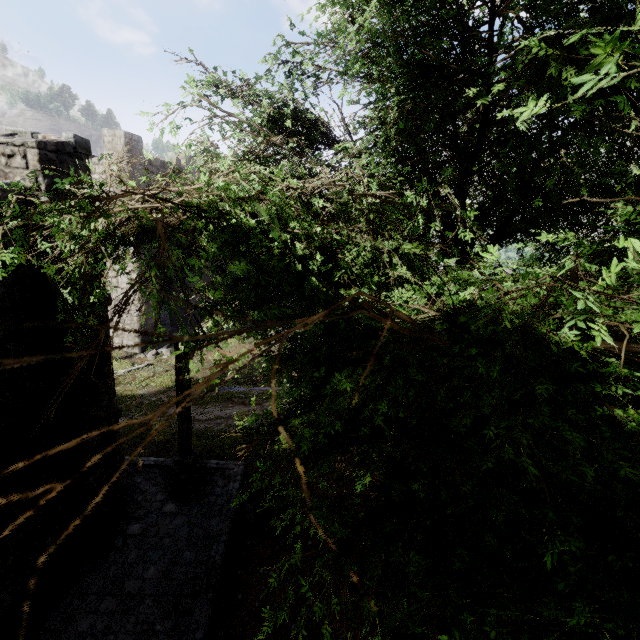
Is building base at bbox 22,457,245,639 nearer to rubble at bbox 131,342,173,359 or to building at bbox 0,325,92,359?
building at bbox 0,325,92,359

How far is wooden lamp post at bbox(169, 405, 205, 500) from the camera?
8.9m

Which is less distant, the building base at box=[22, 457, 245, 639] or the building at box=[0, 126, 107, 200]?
the building at box=[0, 126, 107, 200]

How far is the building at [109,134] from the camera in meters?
16.3

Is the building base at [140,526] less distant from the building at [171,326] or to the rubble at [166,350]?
the building at [171,326]

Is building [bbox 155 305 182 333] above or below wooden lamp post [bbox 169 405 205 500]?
below

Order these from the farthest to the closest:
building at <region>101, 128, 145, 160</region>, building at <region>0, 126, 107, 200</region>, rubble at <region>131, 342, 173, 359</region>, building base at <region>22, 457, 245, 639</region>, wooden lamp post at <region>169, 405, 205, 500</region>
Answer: rubble at <region>131, 342, 173, 359</region>, building at <region>101, 128, 145, 160</region>, wooden lamp post at <region>169, 405, 205, 500</region>, building base at <region>22, 457, 245, 639</region>, building at <region>0, 126, 107, 200</region>

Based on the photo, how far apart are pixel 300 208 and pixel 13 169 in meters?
5.5
